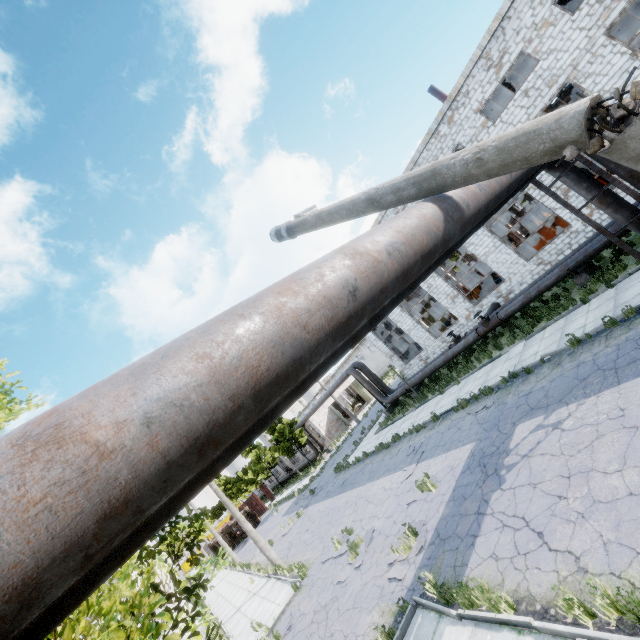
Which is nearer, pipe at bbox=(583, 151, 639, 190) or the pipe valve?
pipe at bbox=(583, 151, 639, 190)

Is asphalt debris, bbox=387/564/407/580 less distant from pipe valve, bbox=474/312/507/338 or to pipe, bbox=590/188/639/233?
pipe, bbox=590/188/639/233

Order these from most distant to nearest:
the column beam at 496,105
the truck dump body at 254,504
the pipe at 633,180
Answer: the truck dump body at 254,504 < the column beam at 496,105 < the pipe at 633,180

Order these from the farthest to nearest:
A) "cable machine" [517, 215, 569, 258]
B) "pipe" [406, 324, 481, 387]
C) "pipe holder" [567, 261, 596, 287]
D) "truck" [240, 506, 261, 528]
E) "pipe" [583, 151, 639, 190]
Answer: "truck" [240, 506, 261, 528]
"cable machine" [517, 215, 569, 258]
"pipe" [406, 324, 481, 387]
"pipe holder" [567, 261, 596, 287]
"pipe" [583, 151, 639, 190]

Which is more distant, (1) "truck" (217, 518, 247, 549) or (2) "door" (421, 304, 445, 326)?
(1) "truck" (217, 518, 247, 549)

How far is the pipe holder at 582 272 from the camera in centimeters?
1410cm

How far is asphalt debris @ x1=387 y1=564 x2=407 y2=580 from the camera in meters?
8.5

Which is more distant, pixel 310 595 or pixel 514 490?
pixel 310 595
